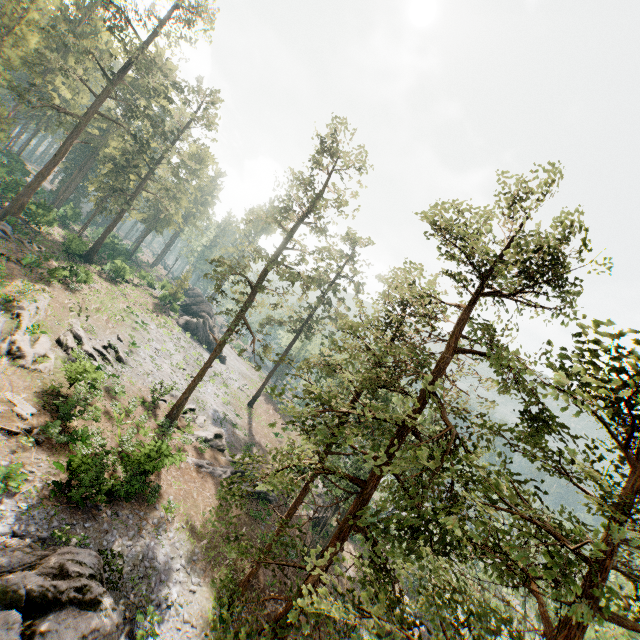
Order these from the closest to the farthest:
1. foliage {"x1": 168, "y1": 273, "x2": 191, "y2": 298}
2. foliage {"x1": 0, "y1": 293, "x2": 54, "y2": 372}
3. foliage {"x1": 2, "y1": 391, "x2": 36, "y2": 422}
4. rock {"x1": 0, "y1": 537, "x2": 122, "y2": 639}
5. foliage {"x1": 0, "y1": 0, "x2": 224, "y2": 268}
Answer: rock {"x1": 0, "y1": 537, "x2": 122, "y2": 639} → foliage {"x1": 2, "y1": 391, "x2": 36, "y2": 422} → foliage {"x1": 0, "y1": 293, "x2": 54, "y2": 372} → foliage {"x1": 0, "y1": 0, "x2": 224, "y2": 268} → foliage {"x1": 168, "y1": 273, "x2": 191, "y2": 298}

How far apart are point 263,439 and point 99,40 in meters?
61.3

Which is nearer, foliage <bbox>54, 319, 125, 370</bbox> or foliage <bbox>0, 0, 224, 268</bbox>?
foliage <bbox>54, 319, 125, 370</bbox>

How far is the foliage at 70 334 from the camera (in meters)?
24.08

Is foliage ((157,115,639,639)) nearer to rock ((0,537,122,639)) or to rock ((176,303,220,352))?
rock ((176,303,220,352))

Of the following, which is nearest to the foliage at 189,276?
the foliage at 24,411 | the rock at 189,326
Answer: the rock at 189,326

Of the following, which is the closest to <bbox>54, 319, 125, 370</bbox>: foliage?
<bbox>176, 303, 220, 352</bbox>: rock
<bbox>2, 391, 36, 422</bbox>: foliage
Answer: <bbox>176, 303, 220, 352</bbox>: rock
